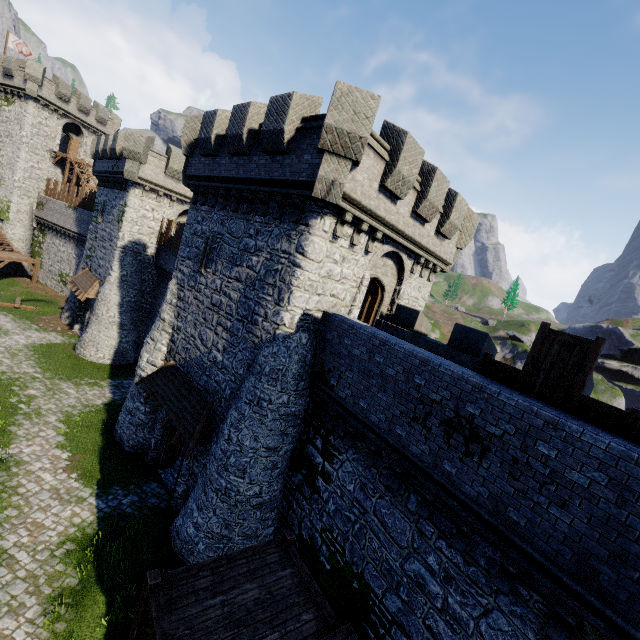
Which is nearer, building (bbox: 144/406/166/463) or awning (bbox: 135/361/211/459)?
awning (bbox: 135/361/211/459)

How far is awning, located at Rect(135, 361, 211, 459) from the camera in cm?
1265

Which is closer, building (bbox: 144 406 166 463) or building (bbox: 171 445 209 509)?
building (bbox: 171 445 209 509)

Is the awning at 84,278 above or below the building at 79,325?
above

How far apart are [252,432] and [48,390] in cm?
1653

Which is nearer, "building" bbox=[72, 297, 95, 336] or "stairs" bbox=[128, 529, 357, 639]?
"stairs" bbox=[128, 529, 357, 639]

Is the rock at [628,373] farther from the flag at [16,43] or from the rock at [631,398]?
the flag at [16,43]

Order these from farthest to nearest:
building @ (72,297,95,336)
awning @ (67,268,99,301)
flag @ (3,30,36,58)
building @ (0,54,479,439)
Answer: flag @ (3,30,36,58) < building @ (72,297,95,336) < awning @ (67,268,99,301) < building @ (0,54,479,439)
